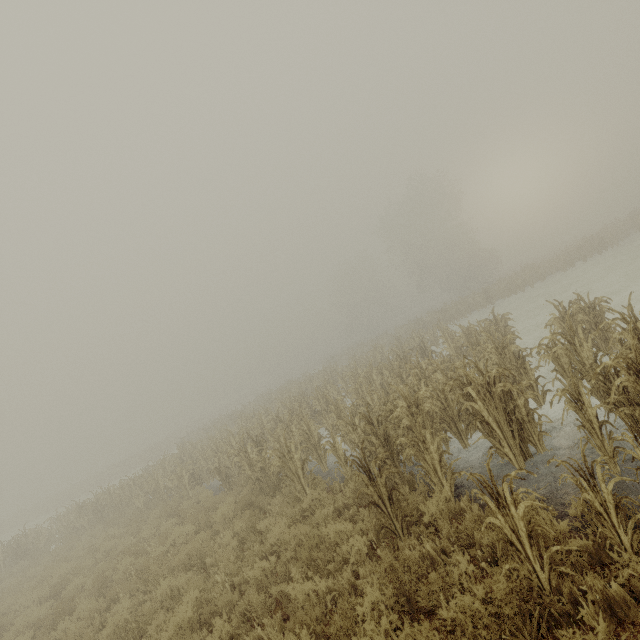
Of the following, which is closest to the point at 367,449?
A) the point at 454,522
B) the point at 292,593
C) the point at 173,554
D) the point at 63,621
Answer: the point at 454,522
